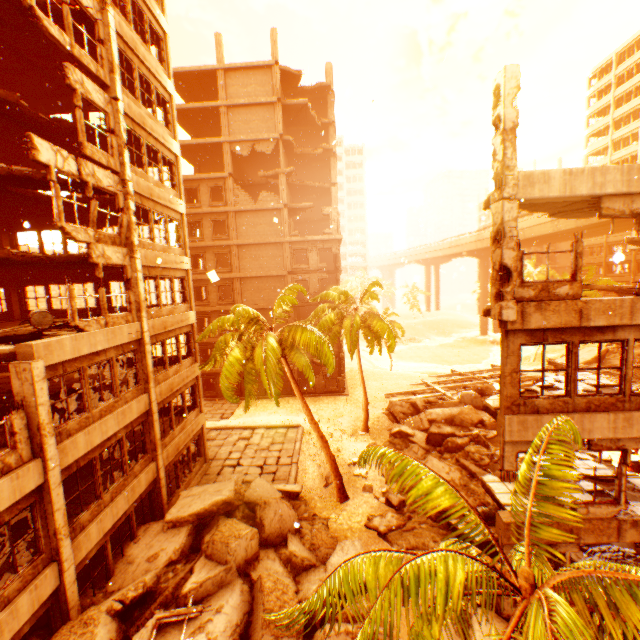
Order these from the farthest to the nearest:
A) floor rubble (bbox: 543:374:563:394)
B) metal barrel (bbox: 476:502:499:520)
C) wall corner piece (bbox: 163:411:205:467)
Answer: wall corner piece (bbox: 163:411:205:467)
metal barrel (bbox: 476:502:499:520)
floor rubble (bbox: 543:374:563:394)

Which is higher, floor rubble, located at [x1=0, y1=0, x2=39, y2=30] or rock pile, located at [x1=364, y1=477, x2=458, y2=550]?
floor rubble, located at [x1=0, y1=0, x2=39, y2=30]

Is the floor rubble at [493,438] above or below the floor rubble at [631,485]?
below

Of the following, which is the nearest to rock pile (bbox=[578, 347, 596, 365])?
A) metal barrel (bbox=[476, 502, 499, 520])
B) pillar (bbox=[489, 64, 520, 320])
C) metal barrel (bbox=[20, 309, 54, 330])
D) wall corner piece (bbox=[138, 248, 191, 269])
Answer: metal barrel (bbox=[476, 502, 499, 520])

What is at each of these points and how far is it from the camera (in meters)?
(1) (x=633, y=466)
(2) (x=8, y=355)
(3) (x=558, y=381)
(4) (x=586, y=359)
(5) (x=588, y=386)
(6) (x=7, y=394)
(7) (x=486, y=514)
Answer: (1) metal barrel, 15.61
(2) floor rubble, 8.41
(3) floor rubble, 11.27
(4) rock pile, 29.11
(5) floor rubble, 10.48
(6) rock pile, 11.50
(7) metal barrel, 12.72

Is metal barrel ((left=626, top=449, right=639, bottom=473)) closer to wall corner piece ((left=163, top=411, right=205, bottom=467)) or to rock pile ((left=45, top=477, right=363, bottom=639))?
rock pile ((left=45, top=477, right=363, bottom=639))

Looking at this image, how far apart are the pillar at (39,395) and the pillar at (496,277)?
11.9m

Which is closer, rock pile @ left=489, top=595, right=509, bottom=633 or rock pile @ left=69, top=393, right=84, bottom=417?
rock pile @ left=489, top=595, right=509, bottom=633
